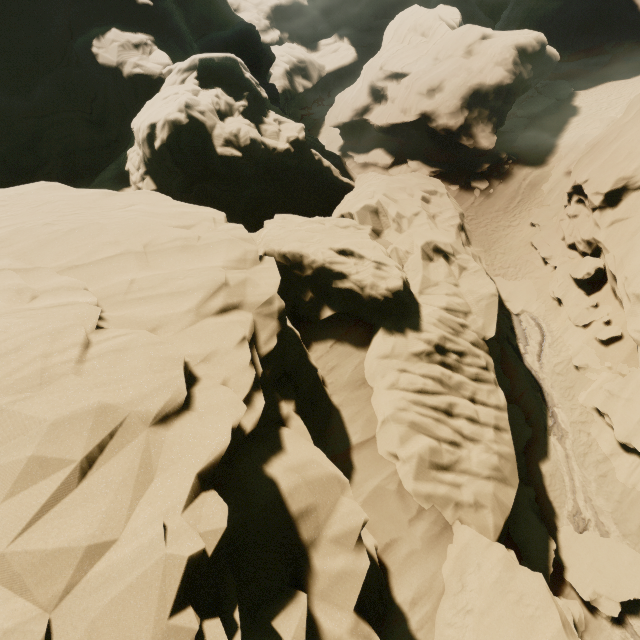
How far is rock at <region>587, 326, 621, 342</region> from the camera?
14.0m

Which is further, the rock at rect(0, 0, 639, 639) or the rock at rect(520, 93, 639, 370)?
the rock at rect(520, 93, 639, 370)

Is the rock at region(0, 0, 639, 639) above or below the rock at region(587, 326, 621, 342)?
above

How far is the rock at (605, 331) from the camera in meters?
14.0

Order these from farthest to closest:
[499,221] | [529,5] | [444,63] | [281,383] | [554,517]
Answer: [529,5] < [444,63] < [499,221] < [554,517] < [281,383]

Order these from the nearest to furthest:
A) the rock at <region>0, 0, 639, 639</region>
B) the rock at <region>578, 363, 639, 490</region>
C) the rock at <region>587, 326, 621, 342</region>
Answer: the rock at <region>0, 0, 639, 639</region>
the rock at <region>578, 363, 639, 490</region>
the rock at <region>587, 326, 621, 342</region>

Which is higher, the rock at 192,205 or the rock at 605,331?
the rock at 192,205
